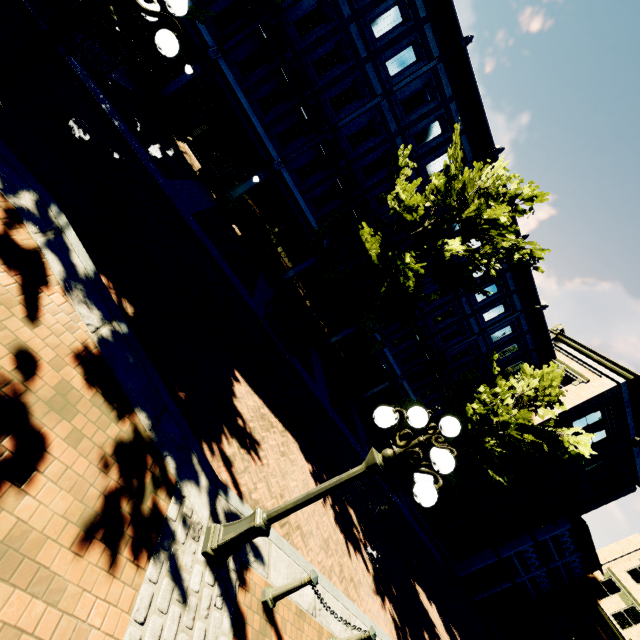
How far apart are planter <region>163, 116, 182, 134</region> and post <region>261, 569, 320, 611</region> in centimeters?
1663cm

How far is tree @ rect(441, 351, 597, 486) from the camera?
14.4m

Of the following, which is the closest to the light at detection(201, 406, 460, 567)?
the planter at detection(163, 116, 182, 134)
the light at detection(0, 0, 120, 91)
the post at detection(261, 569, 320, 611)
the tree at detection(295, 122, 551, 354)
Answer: the post at detection(261, 569, 320, 611)

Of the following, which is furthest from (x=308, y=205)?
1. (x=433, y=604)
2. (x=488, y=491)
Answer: (x=488, y=491)

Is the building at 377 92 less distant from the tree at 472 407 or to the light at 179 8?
the tree at 472 407

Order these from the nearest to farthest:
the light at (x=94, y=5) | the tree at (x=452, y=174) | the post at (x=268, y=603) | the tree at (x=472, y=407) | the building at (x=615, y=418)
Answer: the light at (x=94, y=5) → the post at (x=268, y=603) → the tree at (x=452, y=174) → the tree at (x=472, y=407) → the building at (x=615, y=418)

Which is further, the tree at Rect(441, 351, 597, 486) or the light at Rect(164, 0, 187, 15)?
the tree at Rect(441, 351, 597, 486)

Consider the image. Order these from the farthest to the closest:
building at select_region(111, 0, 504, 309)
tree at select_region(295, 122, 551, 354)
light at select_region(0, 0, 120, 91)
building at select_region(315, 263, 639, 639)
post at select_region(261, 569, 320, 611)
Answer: building at select_region(315, 263, 639, 639), building at select_region(111, 0, 504, 309), tree at select_region(295, 122, 551, 354), post at select_region(261, 569, 320, 611), light at select_region(0, 0, 120, 91)
